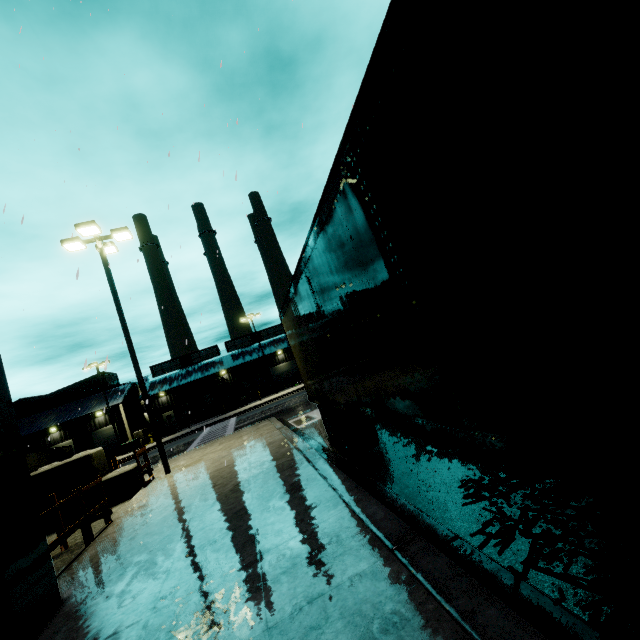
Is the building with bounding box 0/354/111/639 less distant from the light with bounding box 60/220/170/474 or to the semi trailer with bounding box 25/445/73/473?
the semi trailer with bounding box 25/445/73/473

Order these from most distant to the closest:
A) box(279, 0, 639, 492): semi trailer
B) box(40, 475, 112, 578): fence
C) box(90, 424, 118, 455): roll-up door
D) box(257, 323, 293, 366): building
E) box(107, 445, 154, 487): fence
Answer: box(257, 323, 293, 366): building < box(90, 424, 118, 455): roll-up door < box(107, 445, 154, 487): fence < box(40, 475, 112, 578): fence < box(279, 0, 639, 492): semi trailer

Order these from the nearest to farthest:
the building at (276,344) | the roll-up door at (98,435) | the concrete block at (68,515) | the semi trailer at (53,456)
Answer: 1. the concrete block at (68,515)
2. the semi trailer at (53,456)
3. the roll-up door at (98,435)
4. the building at (276,344)

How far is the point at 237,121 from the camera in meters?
5.5

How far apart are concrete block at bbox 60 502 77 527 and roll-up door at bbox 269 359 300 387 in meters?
40.8

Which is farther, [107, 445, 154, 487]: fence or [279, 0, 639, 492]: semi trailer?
[107, 445, 154, 487]: fence

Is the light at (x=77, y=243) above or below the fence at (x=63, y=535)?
above

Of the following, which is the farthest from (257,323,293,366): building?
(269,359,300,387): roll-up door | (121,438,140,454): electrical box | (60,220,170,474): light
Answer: (60,220,170,474): light
